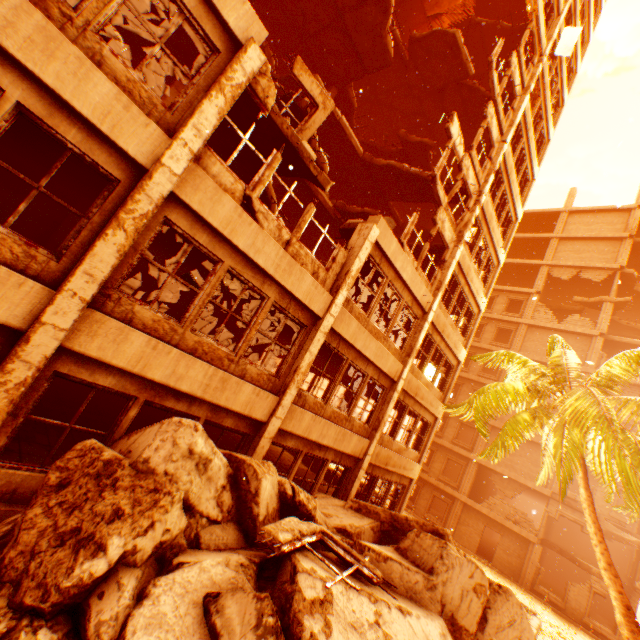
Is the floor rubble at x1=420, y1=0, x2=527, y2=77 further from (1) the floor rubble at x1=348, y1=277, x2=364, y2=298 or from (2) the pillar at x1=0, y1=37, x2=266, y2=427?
(2) the pillar at x1=0, y1=37, x2=266, y2=427

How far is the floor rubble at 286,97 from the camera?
9.8m

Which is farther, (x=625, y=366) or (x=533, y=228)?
(x=533, y=228)

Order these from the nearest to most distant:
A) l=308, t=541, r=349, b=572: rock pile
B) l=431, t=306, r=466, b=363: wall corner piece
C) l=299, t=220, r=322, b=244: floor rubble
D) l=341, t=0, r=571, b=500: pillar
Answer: l=308, t=541, r=349, b=572: rock pile
l=341, t=0, r=571, b=500: pillar
l=431, t=306, r=466, b=363: wall corner piece
l=299, t=220, r=322, b=244: floor rubble

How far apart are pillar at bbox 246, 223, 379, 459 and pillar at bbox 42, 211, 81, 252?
8.10m

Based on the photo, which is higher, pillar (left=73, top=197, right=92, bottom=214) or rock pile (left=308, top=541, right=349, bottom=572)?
pillar (left=73, top=197, right=92, bottom=214)

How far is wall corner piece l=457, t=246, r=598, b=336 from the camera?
14.3 meters

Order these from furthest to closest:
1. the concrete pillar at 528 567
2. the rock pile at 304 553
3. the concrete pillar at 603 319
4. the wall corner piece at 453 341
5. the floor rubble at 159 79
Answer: the concrete pillar at 603 319
the concrete pillar at 528 567
the wall corner piece at 453 341
the floor rubble at 159 79
the rock pile at 304 553
